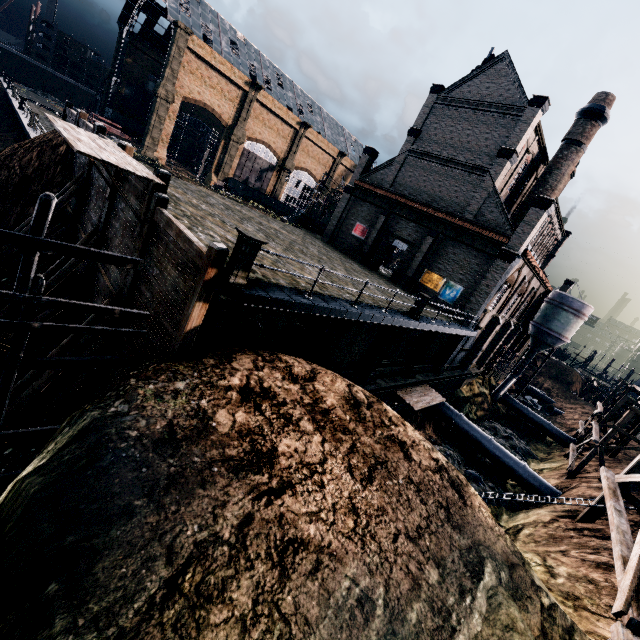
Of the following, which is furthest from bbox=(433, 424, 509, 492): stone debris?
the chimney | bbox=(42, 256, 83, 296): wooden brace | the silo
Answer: bbox=(42, 256, 83, 296): wooden brace

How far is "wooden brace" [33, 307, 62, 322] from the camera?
15.4m

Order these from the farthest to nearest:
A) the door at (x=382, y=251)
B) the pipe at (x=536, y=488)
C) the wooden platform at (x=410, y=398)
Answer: the door at (x=382, y=251) → the pipe at (x=536, y=488) → the wooden platform at (x=410, y=398)

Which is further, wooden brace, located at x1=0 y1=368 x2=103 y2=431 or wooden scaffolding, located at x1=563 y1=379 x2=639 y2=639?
wooden brace, located at x1=0 y1=368 x2=103 y2=431

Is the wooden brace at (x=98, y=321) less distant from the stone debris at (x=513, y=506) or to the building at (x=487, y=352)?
the stone debris at (x=513, y=506)

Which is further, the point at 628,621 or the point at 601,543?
the point at 601,543

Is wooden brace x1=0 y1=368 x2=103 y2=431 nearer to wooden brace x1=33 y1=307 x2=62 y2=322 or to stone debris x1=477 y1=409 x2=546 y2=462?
wooden brace x1=33 y1=307 x2=62 y2=322

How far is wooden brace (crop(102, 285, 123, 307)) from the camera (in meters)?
12.44
